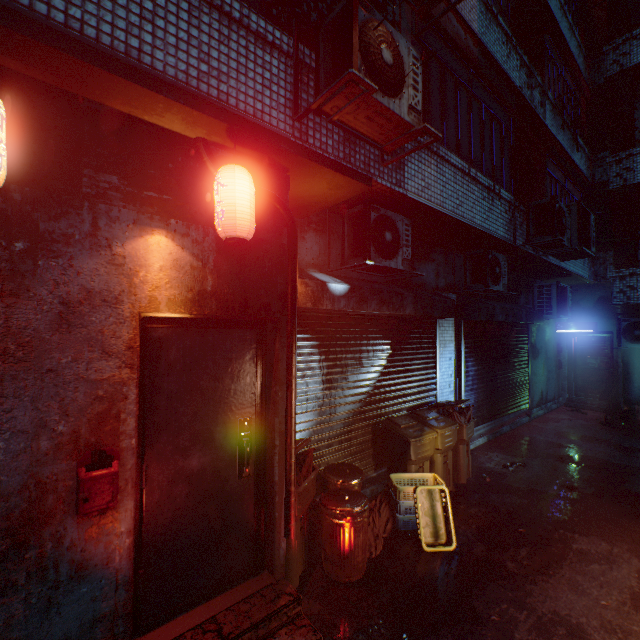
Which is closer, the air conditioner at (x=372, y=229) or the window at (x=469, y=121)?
the air conditioner at (x=372, y=229)

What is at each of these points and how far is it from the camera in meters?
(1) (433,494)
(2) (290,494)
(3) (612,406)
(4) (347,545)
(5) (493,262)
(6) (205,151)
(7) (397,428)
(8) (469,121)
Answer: (1) laundry basket, 3.6
(2) pipe, 2.6
(3) trash bag, 8.9
(4) trash can, 2.9
(5) air conditioner, 5.7
(6) pipe, 2.2
(7) trash bin, 4.2
(8) window, 4.9

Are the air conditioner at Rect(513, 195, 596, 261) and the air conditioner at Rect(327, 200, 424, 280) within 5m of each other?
yes

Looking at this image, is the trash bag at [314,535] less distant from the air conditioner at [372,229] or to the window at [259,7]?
the air conditioner at [372,229]

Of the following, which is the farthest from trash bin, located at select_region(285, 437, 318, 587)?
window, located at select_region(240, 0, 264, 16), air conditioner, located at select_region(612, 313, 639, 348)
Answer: air conditioner, located at select_region(612, 313, 639, 348)

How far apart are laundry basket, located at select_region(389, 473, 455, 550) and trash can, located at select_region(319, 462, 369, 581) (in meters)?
0.37

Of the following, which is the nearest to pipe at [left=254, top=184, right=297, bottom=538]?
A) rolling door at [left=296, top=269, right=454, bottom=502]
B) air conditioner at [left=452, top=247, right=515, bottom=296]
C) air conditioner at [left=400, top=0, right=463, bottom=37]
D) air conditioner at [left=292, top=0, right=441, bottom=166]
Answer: rolling door at [left=296, top=269, right=454, bottom=502]

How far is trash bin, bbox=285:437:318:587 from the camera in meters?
2.8 m
